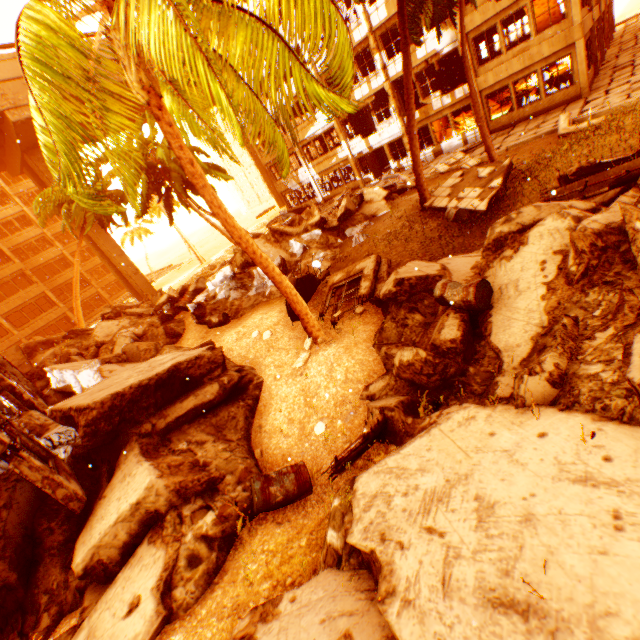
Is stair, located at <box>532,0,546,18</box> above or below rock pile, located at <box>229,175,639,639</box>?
above

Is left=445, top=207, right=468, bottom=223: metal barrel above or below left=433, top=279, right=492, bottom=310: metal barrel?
below

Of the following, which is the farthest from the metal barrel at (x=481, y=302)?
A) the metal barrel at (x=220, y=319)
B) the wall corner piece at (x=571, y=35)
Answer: the wall corner piece at (x=571, y=35)

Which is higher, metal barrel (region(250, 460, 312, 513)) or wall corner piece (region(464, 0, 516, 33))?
wall corner piece (region(464, 0, 516, 33))

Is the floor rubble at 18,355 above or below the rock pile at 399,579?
above

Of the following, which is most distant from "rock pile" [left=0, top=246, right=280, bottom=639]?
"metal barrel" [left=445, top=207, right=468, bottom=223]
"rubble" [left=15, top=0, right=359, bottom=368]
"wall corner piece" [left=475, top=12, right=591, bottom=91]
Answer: "wall corner piece" [left=475, top=12, right=591, bottom=91]

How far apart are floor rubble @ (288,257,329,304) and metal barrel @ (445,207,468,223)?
3.08m

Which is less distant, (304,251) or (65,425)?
(65,425)
